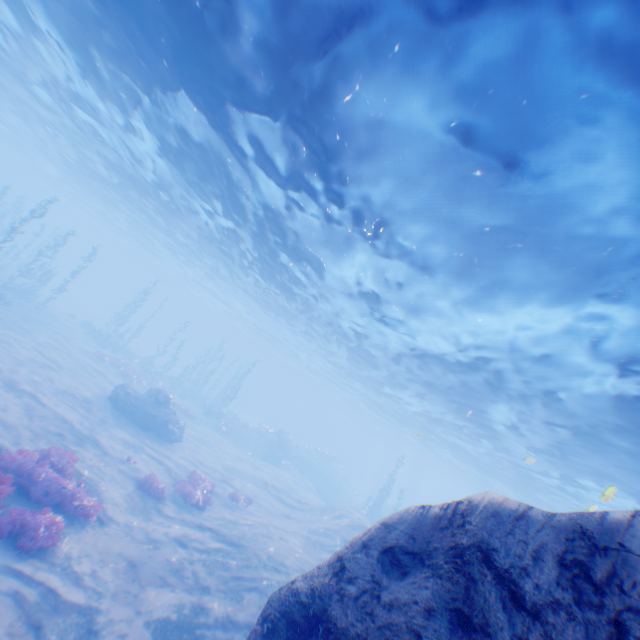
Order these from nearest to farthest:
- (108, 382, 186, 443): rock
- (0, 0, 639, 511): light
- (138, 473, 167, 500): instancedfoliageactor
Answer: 1. (0, 0, 639, 511): light
2. (138, 473, 167, 500): instancedfoliageactor
3. (108, 382, 186, 443): rock

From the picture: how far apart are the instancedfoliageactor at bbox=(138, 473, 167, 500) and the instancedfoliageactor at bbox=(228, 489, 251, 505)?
4.18m

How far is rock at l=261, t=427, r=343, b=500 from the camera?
34.7 meters

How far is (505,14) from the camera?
5.19m

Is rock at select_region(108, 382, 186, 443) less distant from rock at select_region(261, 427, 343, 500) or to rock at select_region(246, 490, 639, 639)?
rock at select_region(246, 490, 639, 639)

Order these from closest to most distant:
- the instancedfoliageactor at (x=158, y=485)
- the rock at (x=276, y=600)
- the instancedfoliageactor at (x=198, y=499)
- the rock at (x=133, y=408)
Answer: the rock at (x=276, y=600)
the instancedfoliageactor at (x=158, y=485)
the instancedfoliageactor at (x=198, y=499)
the rock at (x=133, y=408)

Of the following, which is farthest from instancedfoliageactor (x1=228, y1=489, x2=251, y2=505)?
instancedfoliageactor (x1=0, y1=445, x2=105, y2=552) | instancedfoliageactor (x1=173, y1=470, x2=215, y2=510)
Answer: instancedfoliageactor (x1=0, y1=445, x2=105, y2=552)

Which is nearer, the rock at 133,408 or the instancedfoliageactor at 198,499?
the instancedfoliageactor at 198,499
